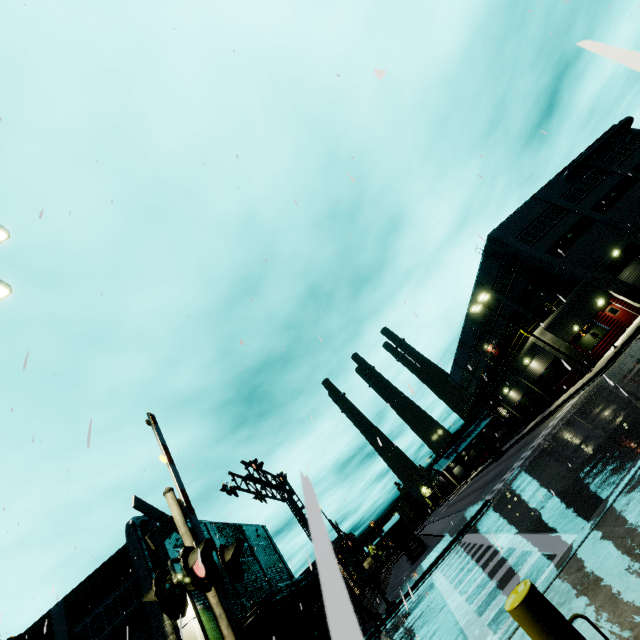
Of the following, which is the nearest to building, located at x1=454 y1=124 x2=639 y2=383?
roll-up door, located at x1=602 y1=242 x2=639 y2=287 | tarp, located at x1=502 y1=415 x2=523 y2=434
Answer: roll-up door, located at x1=602 y1=242 x2=639 y2=287

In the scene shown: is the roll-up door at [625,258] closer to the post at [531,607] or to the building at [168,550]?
the building at [168,550]

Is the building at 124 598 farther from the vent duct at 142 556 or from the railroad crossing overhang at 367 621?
the railroad crossing overhang at 367 621

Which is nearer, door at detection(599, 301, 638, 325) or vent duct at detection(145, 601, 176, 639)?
vent duct at detection(145, 601, 176, 639)

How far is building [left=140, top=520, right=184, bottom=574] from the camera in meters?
24.0

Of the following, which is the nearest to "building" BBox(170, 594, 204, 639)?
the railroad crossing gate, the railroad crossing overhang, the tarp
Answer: the tarp

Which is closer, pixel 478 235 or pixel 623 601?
pixel 623 601

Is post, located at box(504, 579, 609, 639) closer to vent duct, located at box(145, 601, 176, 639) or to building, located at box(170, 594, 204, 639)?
building, located at box(170, 594, 204, 639)
